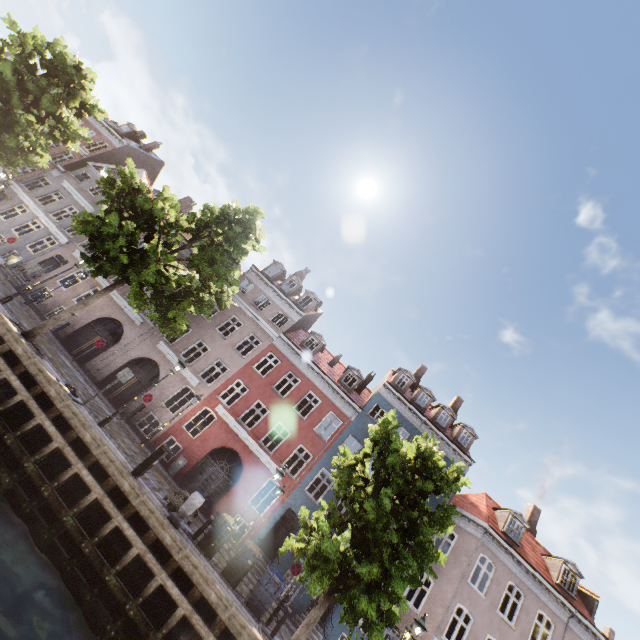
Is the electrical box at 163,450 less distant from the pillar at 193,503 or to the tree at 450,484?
the pillar at 193,503

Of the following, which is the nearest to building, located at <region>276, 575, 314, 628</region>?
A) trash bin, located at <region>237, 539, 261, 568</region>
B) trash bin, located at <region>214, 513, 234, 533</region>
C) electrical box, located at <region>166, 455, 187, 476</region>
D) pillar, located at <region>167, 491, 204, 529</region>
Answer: electrical box, located at <region>166, 455, 187, 476</region>

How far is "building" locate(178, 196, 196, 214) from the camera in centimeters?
3497cm

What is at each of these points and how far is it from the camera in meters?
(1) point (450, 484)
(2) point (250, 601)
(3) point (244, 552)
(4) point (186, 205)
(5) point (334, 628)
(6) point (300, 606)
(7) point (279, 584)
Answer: (1) tree, 11.4
(2) trash bin, 11.0
(3) trash bin, 11.7
(4) building, 35.4
(5) building, 16.7
(6) building, 16.8
(7) trash bin, 11.2

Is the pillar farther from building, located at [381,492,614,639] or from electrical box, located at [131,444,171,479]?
building, located at [381,492,614,639]

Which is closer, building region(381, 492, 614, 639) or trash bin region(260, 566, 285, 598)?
trash bin region(260, 566, 285, 598)

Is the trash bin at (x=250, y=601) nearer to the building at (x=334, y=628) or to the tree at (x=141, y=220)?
the tree at (x=141, y=220)

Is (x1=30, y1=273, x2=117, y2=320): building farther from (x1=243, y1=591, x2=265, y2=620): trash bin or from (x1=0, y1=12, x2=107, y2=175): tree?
(x1=243, y1=591, x2=265, y2=620): trash bin
